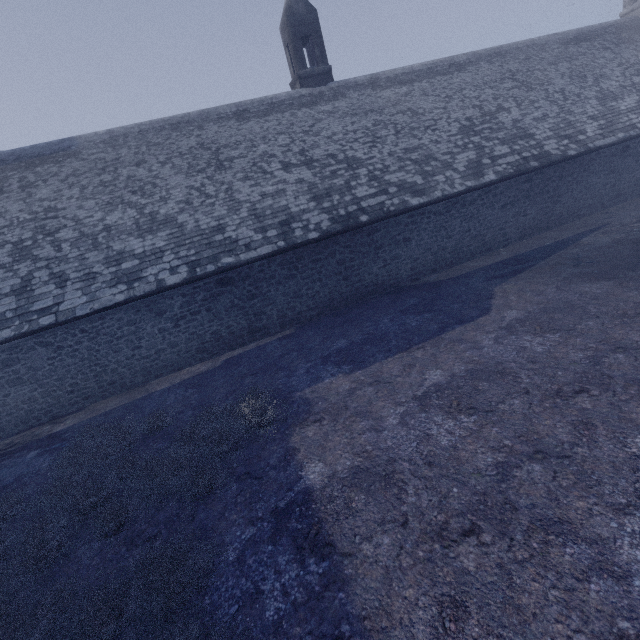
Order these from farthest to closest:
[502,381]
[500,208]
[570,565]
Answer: [500,208] < [502,381] < [570,565]
